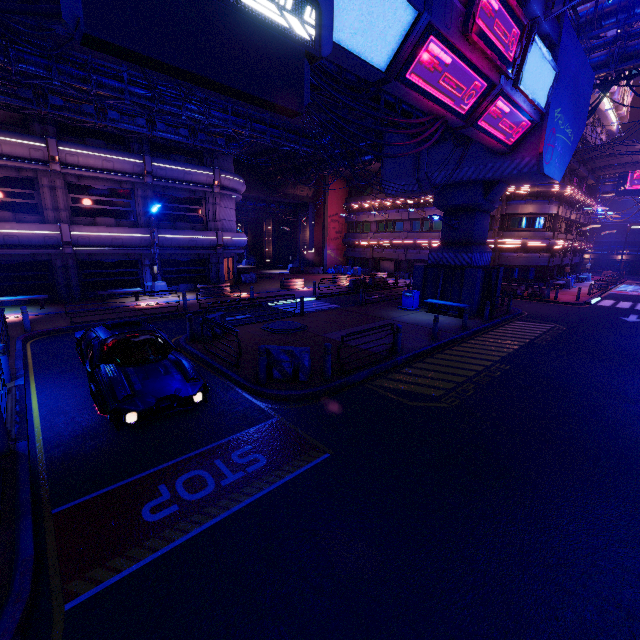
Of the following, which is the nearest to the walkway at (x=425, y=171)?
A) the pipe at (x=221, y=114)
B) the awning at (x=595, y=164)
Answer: the pipe at (x=221, y=114)

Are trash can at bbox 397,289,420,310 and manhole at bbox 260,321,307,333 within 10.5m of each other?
yes

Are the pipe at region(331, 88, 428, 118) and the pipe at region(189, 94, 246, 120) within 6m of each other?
no

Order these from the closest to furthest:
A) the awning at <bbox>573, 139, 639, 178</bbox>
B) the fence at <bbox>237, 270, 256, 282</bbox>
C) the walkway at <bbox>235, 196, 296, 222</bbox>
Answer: the awning at <bbox>573, 139, 639, 178</bbox>
the fence at <bbox>237, 270, 256, 282</bbox>
the walkway at <bbox>235, 196, 296, 222</bbox>

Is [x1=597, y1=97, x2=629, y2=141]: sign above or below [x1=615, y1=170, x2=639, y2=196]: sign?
above

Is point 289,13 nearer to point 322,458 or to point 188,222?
point 322,458

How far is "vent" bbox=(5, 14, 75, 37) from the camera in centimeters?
1145cm

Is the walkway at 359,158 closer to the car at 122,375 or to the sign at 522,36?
the sign at 522,36
